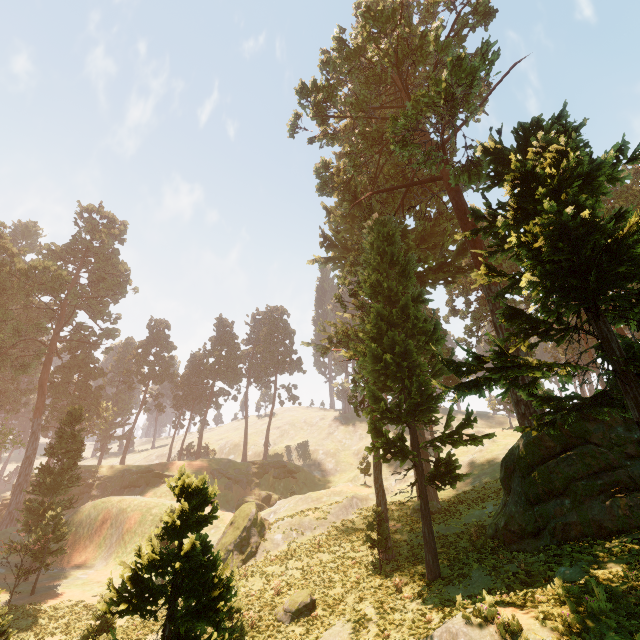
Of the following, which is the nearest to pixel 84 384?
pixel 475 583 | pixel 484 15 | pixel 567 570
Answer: pixel 475 583

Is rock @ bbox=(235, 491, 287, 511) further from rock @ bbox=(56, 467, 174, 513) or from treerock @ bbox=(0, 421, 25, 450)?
treerock @ bbox=(0, 421, 25, 450)

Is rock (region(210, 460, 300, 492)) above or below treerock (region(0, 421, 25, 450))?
below

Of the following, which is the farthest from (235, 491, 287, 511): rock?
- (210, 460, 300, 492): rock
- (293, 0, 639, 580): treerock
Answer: (293, 0, 639, 580): treerock

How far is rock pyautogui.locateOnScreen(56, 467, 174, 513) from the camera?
50.8m

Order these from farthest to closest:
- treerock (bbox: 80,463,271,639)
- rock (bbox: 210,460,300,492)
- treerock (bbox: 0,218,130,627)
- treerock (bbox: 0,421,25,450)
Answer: rock (bbox: 210,460,300,492) → treerock (bbox: 0,421,25,450) → treerock (bbox: 0,218,130,627) → treerock (bbox: 80,463,271,639)

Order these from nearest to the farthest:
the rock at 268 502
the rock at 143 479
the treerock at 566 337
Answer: the treerock at 566 337, the rock at 268 502, the rock at 143 479

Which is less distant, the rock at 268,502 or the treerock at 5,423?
the treerock at 5,423
